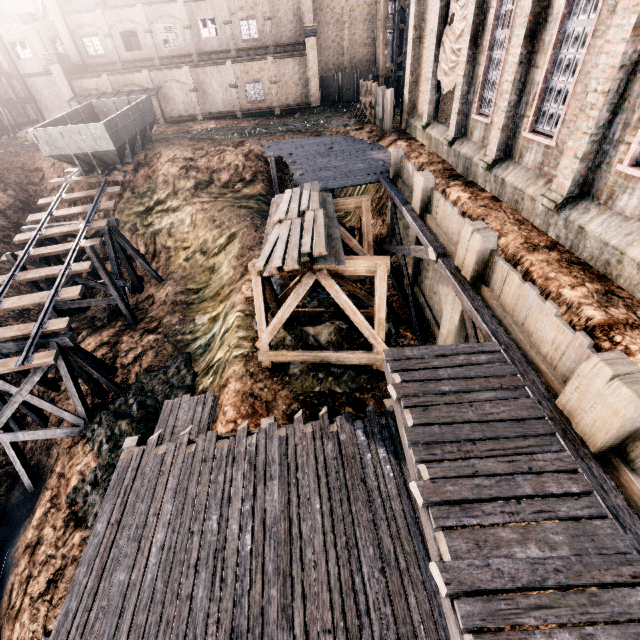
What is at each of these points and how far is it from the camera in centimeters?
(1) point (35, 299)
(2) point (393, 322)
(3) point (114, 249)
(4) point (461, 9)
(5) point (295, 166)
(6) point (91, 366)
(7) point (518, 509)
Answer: (1) railway, 1575cm
(2) stone debris, 1429cm
(3) wooden support structure, 2039cm
(4) cloth, 1514cm
(5) wooden scaffolding, 2031cm
(6) wooden support structure, 1585cm
(7) wooden platform, 456cm

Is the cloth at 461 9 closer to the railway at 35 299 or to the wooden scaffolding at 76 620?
the wooden scaffolding at 76 620

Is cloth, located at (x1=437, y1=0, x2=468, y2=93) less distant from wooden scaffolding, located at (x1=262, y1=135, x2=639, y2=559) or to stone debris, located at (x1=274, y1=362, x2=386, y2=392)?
wooden scaffolding, located at (x1=262, y1=135, x2=639, y2=559)

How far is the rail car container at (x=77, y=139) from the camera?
20.88m

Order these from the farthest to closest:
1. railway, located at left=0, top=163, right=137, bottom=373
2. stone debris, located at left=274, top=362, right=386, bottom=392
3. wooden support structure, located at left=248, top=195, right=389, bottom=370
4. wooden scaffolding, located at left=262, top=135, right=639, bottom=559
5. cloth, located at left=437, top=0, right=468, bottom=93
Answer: cloth, located at left=437, top=0, right=468, bottom=93 < railway, located at left=0, top=163, right=137, bottom=373 < stone debris, located at left=274, top=362, right=386, bottom=392 < wooden support structure, located at left=248, top=195, right=389, bottom=370 < wooden scaffolding, located at left=262, top=135, right=639, bottom=559

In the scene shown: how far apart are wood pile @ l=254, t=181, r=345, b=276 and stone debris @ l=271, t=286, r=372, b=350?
3.5m

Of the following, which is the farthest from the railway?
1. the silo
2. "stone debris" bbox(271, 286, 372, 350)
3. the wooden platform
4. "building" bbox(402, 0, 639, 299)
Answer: → the silo

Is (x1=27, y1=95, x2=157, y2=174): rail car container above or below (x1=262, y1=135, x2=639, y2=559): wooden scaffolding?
above
